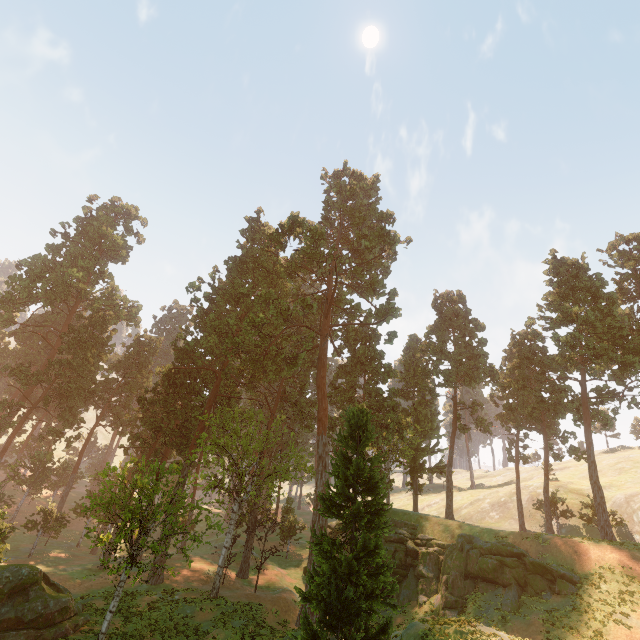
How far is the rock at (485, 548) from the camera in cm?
2345

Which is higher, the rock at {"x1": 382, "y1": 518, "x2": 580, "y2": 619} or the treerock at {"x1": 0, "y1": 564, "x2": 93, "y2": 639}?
the rock at {"x1": 382, "y1": 518, "x2": 580, "y2": 619}

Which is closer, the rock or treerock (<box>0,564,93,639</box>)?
treerock (<box>0,564,93,639</box>)

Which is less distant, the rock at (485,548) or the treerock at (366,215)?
the treerock at (366,215)

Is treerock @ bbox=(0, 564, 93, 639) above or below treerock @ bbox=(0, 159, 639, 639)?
below

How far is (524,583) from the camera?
24.05m

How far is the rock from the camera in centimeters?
2345cm
